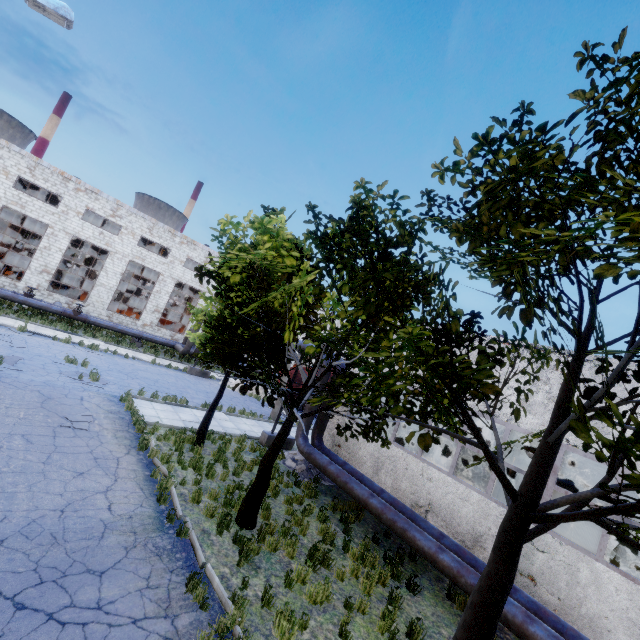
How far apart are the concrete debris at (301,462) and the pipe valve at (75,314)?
19.3m

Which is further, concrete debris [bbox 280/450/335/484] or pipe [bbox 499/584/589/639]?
concrete debris [bbox 280/450/335/484]

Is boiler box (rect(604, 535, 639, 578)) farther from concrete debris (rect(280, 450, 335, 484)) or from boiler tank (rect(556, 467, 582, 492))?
boiler tank (rect(556, 467, 582, 492))

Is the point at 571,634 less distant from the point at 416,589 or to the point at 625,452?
the point at 416,589

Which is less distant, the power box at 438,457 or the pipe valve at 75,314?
the power box at 438,457

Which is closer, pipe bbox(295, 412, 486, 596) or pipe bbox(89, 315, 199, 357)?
pipe bbox(295, 412, 486, 596)

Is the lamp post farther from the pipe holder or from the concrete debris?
the concrete debris

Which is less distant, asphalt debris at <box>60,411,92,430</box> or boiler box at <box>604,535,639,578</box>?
boiler box at <box>604,535,639,578</box>
